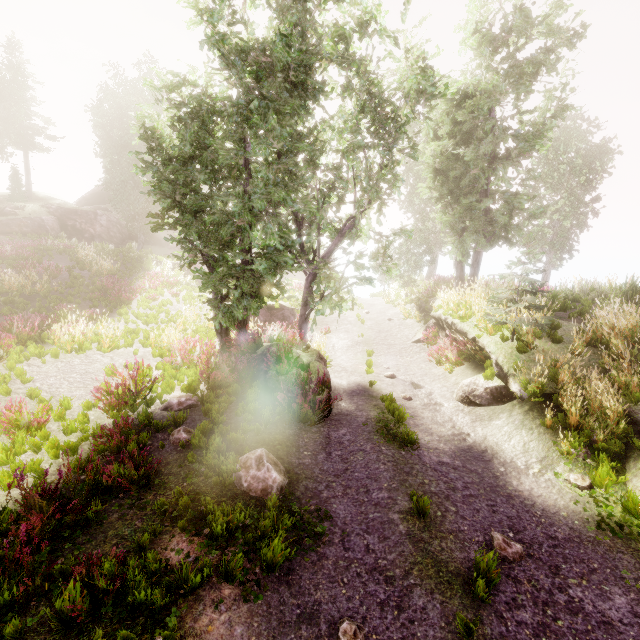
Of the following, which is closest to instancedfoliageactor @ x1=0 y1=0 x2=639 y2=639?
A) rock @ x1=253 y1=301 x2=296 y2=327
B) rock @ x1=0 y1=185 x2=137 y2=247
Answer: rock @ x1=0 y1=185 x2=137 y2=247

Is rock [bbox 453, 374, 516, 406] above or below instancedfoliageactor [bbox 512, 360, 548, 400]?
below

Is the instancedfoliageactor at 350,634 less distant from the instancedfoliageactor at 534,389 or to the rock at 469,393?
the instancedfoliageactor at 534,389

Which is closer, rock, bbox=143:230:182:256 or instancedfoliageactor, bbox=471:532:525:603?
instancedfoliageactor, bbox=471:532:525:603

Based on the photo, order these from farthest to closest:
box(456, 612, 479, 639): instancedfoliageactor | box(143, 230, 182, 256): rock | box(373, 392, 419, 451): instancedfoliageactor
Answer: box(143, 230, 182, 256): rock, box(373, 392, 419, 451): instancedfoliageactor, box(456, 612, 479, 639): instancedfoliageactor

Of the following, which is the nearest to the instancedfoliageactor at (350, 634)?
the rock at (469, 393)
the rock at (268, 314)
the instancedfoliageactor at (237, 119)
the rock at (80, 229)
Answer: the instancedfoliageactor at (237, 119)

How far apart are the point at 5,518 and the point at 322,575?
4.32m
